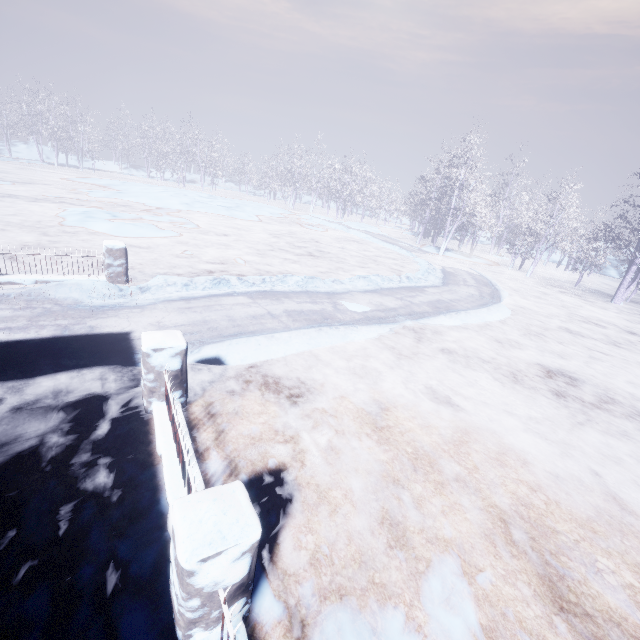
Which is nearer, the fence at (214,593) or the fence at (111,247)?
the fence at (214,593)

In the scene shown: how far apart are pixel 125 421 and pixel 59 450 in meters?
0.6

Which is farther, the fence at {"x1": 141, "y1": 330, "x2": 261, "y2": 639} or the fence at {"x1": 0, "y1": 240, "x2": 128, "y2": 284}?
the fence at {"x1": 0, "y1": 240, "x2": 128, "y2": 284}
